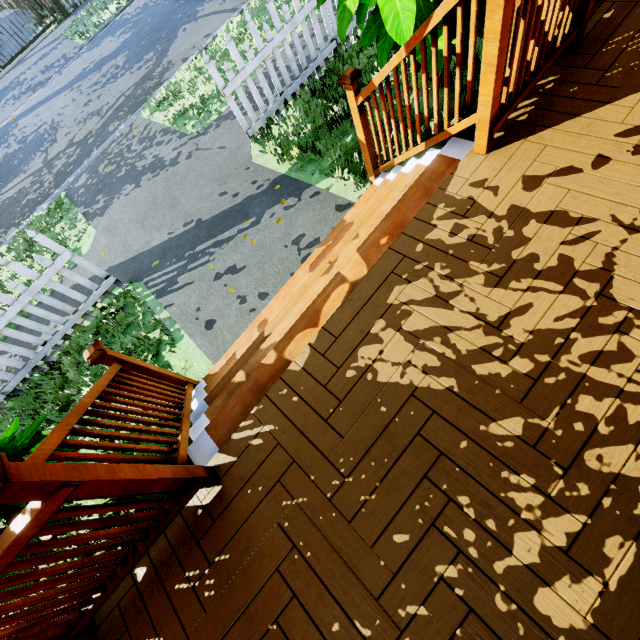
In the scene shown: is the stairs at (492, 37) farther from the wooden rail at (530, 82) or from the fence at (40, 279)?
the fence at (40, 279)

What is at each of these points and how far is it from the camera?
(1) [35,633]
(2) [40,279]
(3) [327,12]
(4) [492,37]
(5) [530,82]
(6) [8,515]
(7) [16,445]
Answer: (1) wooden rail, 1.5 meters
(2) fence, 3.7 meters
(3) fence, 4.5 meters
(4) stairs, 1.7 meters
(5) wooden rail, 2.1 meters
(6) plant, 2.3 meters
(7) plant, 2.6 meters

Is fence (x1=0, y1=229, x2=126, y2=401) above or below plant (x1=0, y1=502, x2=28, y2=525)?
below

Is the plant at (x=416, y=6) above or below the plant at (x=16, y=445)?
above

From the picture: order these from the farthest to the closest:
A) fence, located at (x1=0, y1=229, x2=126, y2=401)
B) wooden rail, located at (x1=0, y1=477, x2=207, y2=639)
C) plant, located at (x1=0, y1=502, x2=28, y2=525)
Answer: fence, located at (x1=0, y1=229, x2=126, y2=401) < plant, located at (x1=0, y1=502, x2=28, y2=525) < wooden rail, located at (x1=0, y1=477, x2=207, y2=639)

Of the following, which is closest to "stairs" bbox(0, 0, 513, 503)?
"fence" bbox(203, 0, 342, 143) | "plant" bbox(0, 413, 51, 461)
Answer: "plant" bbox(0, 413, 51, 461)

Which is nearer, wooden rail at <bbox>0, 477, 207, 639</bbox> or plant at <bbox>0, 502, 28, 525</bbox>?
wooden rail at <bbox>0, 477, 207, 639</bbox>
